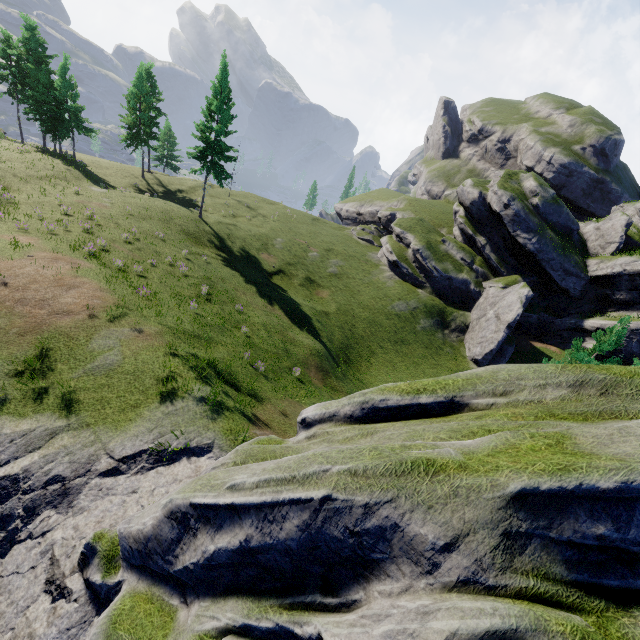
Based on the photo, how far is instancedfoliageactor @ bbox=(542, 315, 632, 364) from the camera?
17.5 meters

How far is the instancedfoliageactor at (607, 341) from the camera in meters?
17.5

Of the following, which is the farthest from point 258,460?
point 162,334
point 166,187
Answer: point 166,187
